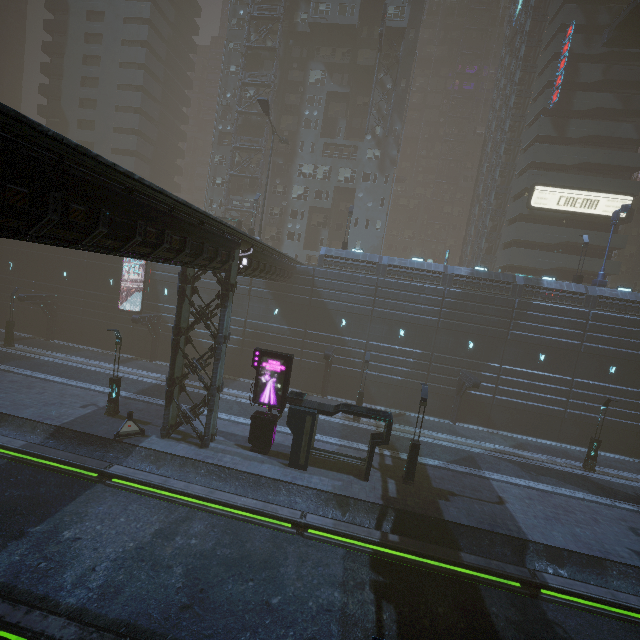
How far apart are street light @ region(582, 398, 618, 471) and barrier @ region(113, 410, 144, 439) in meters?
30.6 m

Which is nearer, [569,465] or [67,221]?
[67,221]

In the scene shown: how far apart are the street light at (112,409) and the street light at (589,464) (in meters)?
33.11

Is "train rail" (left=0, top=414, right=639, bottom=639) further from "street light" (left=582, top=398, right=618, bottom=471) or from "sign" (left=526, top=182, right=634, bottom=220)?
"sign" (left=526, top=182, right=634, bottom=220)

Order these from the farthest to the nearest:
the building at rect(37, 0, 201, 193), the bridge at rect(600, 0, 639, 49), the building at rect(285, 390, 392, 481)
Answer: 1. the building at rect(37, 0, 201, 193)
2. the bridge at rect(600, 0, 639, 49)
3. the building at rect(285, 390, 392, 481)

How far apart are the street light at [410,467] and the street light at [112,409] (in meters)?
18.02

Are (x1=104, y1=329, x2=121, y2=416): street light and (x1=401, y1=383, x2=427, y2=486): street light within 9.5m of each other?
no

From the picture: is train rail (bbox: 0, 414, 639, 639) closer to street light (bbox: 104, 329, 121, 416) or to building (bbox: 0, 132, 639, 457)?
building (bbox: 0, 132, 639, 457)
